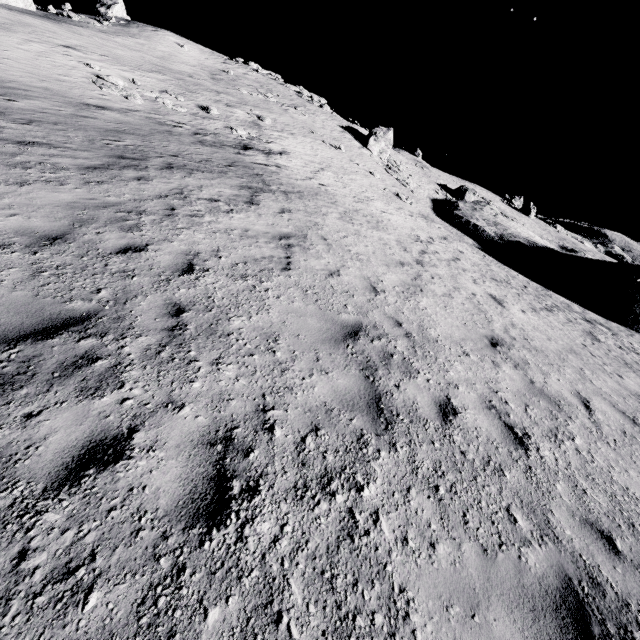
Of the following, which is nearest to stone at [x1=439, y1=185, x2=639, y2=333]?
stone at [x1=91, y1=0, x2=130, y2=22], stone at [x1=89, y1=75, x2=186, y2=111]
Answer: stone at [x1=89, y1=75, x2=186, y2=111]

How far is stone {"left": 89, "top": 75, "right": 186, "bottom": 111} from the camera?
17.44m

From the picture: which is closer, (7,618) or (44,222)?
(7,618)

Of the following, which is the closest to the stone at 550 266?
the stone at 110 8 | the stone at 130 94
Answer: the stone at 130 94

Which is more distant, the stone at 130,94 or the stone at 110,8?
the stone at 110,8

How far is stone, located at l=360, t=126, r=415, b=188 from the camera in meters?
35.1 m

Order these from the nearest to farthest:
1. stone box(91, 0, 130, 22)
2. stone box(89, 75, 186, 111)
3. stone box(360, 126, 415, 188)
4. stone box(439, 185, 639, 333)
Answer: stone box(89, 75, 186, 111), stone box(439, 185, 639, 333), stone box(360, 126, 415, 188), stone box(91, 0, 130, 22)

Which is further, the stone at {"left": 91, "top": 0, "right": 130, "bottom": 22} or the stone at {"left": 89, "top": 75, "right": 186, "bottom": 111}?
the stone at {"left": 91, "top": 0, "right": 130, "bottom": 22}
